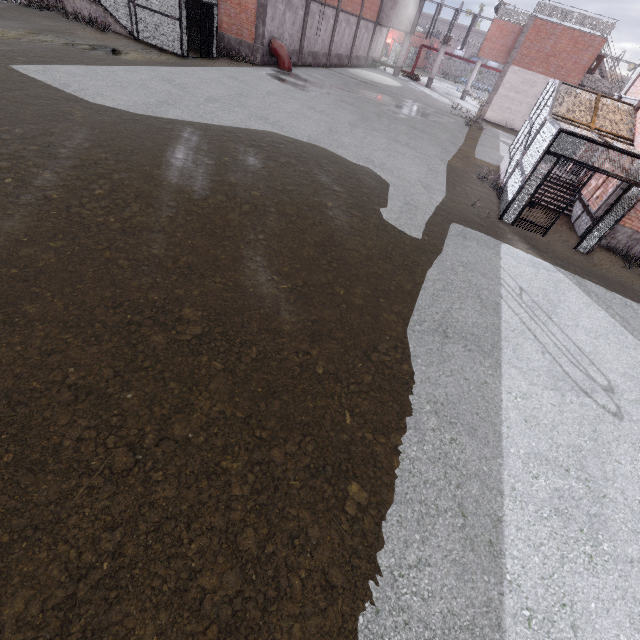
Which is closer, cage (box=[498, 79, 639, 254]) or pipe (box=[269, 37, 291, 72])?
cage (box=[498, 79, 639, 254])

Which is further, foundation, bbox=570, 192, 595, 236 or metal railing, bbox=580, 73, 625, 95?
metal railing, bbox=580, 73, 625, 95

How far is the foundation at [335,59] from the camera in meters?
30.9

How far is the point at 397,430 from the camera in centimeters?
423cm

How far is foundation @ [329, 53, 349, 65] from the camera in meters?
30.9 m

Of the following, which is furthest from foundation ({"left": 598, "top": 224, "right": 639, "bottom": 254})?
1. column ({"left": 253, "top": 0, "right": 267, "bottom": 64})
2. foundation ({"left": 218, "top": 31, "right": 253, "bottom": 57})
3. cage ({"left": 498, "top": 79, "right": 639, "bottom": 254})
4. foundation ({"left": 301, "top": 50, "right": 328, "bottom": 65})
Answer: foundation ({"left": 301, "top": 50, "right": 328, "bottom": 65})

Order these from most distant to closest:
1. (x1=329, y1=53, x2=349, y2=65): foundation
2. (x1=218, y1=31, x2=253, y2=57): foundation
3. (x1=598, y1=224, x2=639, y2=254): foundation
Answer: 1. (x1=329, y1=53, x2=349, y2=65): foundation
2. (x1=218, y1=31, x2=253, y2=57): foundation
3. (x1=598, y1=224, x2=639, y2=254): foundation

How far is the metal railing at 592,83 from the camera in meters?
25.9 m
